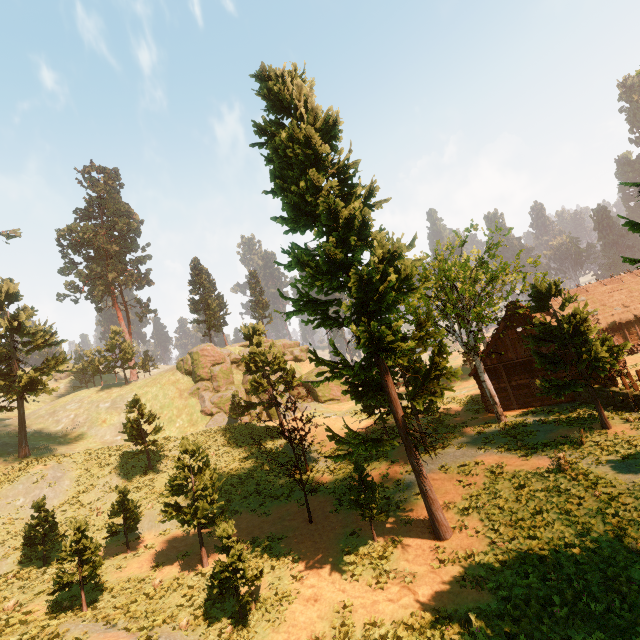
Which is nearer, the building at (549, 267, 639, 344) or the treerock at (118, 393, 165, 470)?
the treerock at (118, 393, 165, 470)

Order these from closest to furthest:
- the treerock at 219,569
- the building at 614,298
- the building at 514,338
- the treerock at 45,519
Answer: the treerock at 219,569
the treerock at 45,519
the building at 514,338
the building at 614,298

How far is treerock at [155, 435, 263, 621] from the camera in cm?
1227

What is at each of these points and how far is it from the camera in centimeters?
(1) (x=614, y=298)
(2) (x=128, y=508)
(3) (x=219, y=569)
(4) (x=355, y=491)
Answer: (1) building, 3591cm
(2) treerock, 1862cm
(3) treerock, 1216cm
(4) treerock, 1542cm

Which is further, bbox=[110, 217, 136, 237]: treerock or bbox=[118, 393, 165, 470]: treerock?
bbox=[110, 217, 136, 237]: treerock

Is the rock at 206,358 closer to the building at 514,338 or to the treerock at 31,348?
the treerock at 31,348

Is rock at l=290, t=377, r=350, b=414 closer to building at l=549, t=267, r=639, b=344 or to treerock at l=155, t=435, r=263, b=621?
treerock at l=155, t=435, r=263, b=621
